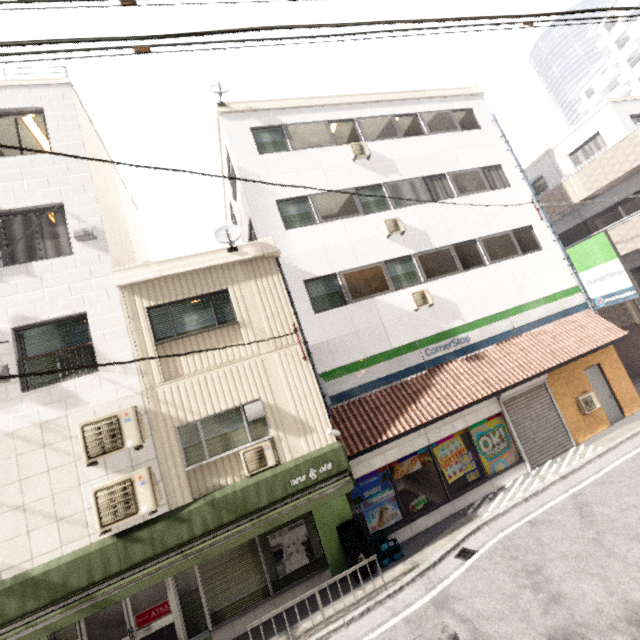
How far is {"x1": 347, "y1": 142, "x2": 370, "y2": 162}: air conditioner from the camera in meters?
11.8

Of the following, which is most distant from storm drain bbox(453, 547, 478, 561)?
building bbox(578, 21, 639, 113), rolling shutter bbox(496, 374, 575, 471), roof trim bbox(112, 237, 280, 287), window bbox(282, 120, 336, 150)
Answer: building bbox(578, 21, 639, 113)

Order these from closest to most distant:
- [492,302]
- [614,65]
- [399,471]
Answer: [399,471] → [492,302] → [614,65]

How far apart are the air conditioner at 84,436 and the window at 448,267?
9.34m

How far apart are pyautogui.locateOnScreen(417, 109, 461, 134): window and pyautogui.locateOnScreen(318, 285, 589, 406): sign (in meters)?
7.71

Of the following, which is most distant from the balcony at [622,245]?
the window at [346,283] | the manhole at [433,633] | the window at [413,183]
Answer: the manhole at [433,633]

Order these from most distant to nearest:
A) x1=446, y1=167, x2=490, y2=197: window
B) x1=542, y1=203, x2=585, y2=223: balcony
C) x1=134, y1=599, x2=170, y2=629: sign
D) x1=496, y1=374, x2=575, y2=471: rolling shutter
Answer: x1=542, y1=203, x2=585, y2=223: balcony < x1=446, y1=167, x2=490, y2=197: window < x1=496, y1=374, x2=575, y2=471: rolling shutter < x1=134, y1=599, x2=170, y2=629: sign

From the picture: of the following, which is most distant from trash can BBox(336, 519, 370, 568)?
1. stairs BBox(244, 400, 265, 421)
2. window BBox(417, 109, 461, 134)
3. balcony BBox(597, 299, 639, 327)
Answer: balcony BBox(597, 299, 639, 327)
